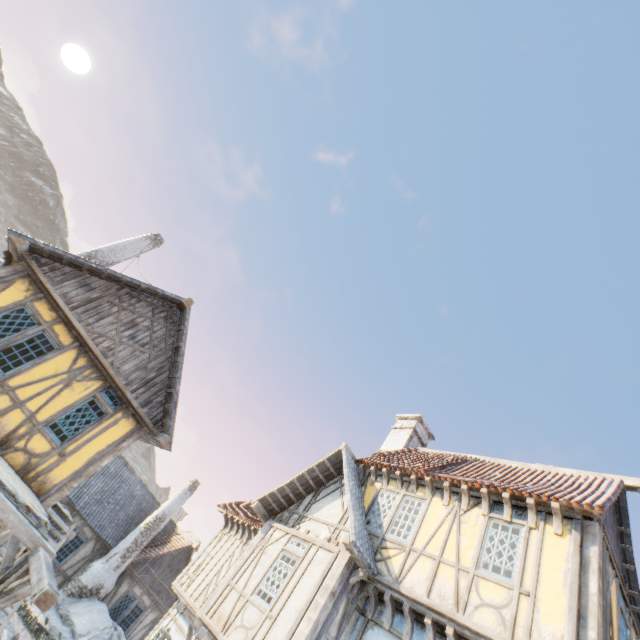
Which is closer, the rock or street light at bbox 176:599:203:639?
street light at bbox 176:599:203:639

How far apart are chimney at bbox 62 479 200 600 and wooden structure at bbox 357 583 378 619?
15.4 meters

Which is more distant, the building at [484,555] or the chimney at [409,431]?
the chimney at [409,431]

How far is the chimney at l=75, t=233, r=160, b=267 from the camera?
14.0 meters

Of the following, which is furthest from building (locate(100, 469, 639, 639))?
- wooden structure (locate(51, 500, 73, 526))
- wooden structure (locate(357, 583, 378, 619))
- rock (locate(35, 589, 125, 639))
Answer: wooden structure (locate(51, 500, 73, 526))

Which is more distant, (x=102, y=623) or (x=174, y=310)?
(x=102, y=623)

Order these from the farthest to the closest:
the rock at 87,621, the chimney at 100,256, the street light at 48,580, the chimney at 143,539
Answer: the chimney at 143,539 < the chimney at 100,256 < the rock at 87,621 < the street light at 48,580

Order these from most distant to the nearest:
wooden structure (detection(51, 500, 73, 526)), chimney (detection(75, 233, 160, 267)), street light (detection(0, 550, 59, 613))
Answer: chimney (detection(75, 233, 160, 267)), wooden structure (detection(51, 500, 73, 526)), street light (detection(0, 550, 59, 613))
